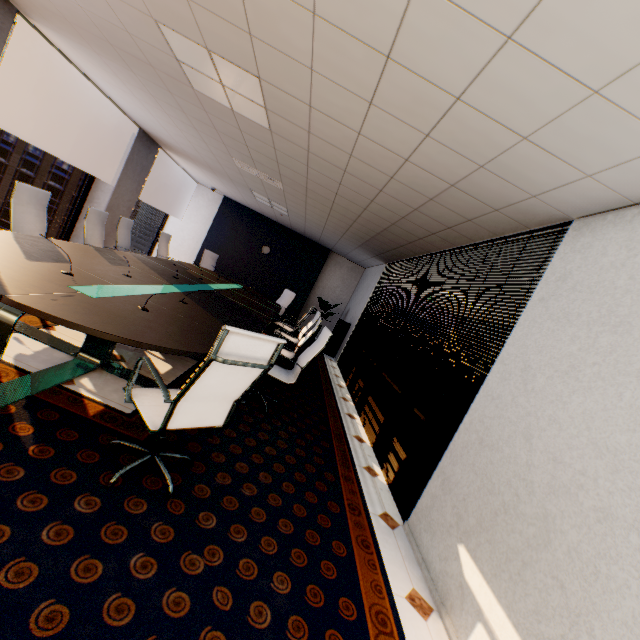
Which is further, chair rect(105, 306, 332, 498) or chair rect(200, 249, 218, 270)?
chair rect(200, 249, 218, 270)

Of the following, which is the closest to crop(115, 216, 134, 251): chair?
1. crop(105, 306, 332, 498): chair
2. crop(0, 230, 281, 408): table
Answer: crop(0, 230, 281, 408): table

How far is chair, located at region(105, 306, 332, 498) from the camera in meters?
1.7

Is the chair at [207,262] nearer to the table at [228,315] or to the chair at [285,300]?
the table at [228,315]

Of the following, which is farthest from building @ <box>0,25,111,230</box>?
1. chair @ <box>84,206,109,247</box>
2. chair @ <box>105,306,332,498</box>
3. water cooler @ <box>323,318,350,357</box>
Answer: chair @ <box>105,306,332,498</box>

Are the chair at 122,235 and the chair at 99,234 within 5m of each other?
yes

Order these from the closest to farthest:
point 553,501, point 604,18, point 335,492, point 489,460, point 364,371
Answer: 1. point 604,18
2. point 553,501
3. point 489,460
4. point 335,492
5. point 364,371

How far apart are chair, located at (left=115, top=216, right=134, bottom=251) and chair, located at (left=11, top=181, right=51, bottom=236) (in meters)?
1.81
